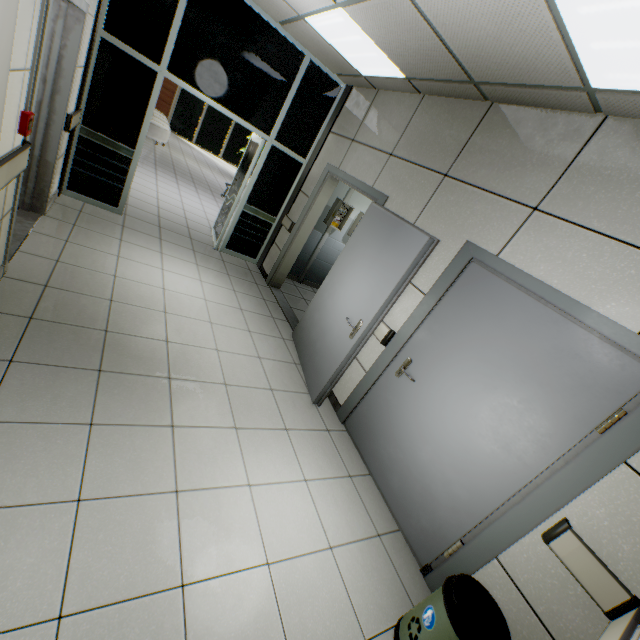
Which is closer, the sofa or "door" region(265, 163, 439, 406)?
"door" region(265, 163, 439, 406)

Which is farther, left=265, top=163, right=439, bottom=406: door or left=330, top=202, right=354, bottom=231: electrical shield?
left=330, top=202, right=354, bottom=231: electrical shield

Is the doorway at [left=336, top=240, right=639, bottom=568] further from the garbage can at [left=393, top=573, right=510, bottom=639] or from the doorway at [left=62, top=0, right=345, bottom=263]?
the doorway at [left=62, top=0, right=345, bottom=263]

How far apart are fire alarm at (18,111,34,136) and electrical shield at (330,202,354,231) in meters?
4.4 m

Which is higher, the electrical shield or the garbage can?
the electrical shield

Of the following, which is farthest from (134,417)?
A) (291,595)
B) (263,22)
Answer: (263,22)

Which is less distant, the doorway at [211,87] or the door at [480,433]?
the door at [480,433]

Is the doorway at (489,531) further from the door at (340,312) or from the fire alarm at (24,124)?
the fire alarm at (24,124)
